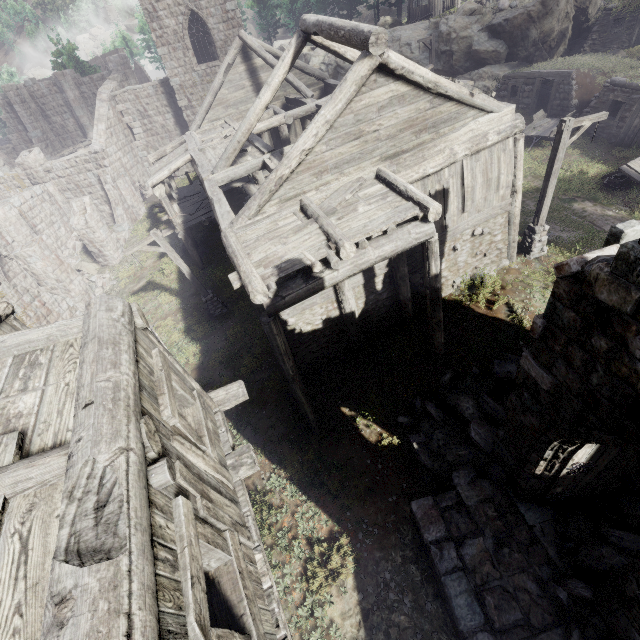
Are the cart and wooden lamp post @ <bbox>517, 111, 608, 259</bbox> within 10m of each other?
yes

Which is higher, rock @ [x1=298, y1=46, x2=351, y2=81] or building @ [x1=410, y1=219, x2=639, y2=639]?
rock @ [x1=298, y1=46, x2=351, y2=81]

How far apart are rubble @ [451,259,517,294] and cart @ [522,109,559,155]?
11.19m

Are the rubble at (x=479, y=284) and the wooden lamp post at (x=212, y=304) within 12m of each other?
yes

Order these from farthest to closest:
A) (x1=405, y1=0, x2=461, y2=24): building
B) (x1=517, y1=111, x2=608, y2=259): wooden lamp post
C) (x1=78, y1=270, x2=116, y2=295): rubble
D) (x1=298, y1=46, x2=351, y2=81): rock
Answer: (x1=298, y1=46, x2=351, y2=81): rock, (x1=405, y1=0, x2=461, y2=24): building, (x1=78, y1=270, x2=116, y2=295): rubble, (x1=517, y1=111, x2=608, y2=259): wooden lamp post

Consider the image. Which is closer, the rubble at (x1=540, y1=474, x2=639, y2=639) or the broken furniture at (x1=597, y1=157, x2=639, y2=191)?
the rubble at (x1=540, y1=474, x2=639, y2=639)

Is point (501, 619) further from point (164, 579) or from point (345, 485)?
point (164, 579)

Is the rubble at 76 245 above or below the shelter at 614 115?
below
